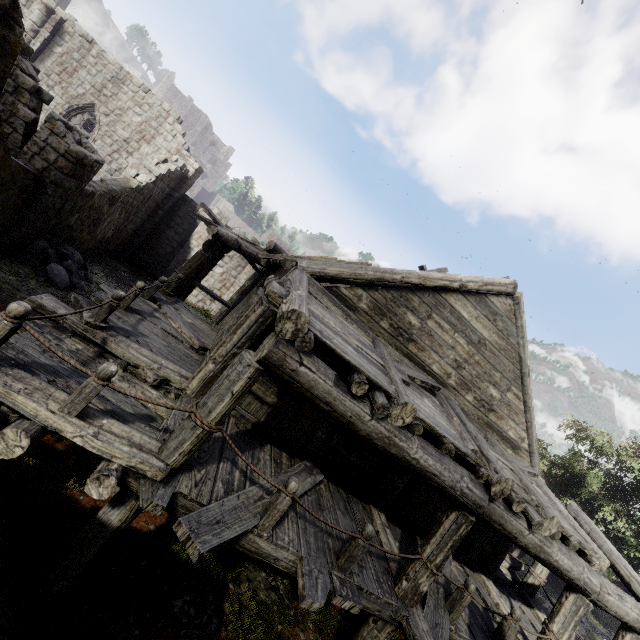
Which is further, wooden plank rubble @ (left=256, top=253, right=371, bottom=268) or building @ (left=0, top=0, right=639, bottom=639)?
wooden plank rubble @ (left=256, top=253, right=371, bottom=268)

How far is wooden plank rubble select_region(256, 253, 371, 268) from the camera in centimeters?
661cm

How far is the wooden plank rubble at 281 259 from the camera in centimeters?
661cm

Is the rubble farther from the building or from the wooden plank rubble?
the wooden plank rubble

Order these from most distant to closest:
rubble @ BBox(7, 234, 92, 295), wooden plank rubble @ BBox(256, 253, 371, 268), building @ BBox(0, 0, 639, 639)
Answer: rubble @ BBox(7, 234, 92, 295)
wooden plank rubble @ BBox(256, 253, 371, 268)
building @ BBox(0, 0, 639, 639)

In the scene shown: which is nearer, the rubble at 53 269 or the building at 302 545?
the building at 302 545

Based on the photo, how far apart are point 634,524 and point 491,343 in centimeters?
1113cm
